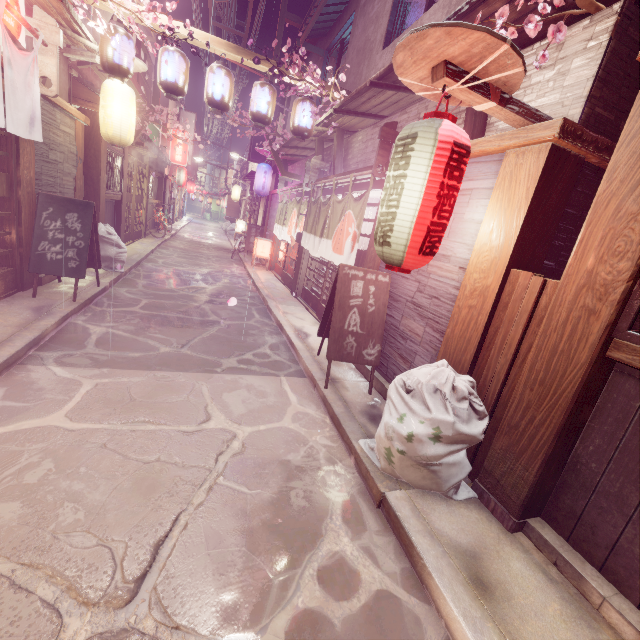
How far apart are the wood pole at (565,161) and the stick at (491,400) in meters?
0.0 m

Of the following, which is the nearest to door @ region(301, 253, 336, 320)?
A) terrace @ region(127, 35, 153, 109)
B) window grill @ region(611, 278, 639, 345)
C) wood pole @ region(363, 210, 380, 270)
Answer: wood pole @ region(363, 210, 380, 270)

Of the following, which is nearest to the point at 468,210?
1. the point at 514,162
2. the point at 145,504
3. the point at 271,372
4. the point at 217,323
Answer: the point at 514,162

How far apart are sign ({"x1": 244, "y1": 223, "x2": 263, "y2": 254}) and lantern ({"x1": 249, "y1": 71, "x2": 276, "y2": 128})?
14.7m

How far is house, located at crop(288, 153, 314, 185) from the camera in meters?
18.0 m

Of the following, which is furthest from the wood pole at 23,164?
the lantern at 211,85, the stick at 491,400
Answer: the stick at 491,400

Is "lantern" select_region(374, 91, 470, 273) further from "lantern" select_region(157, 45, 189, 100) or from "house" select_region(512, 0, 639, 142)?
"lantern" select_region(157, 45, 189, 100)

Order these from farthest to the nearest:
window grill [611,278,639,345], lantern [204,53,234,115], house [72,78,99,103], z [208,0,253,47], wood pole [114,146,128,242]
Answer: z [208,0,253,47]
wood pole [114,146,128,242]
house [72,78,99,103]
lantern [204,53,234,115]
window grill [611,278,639,345]
